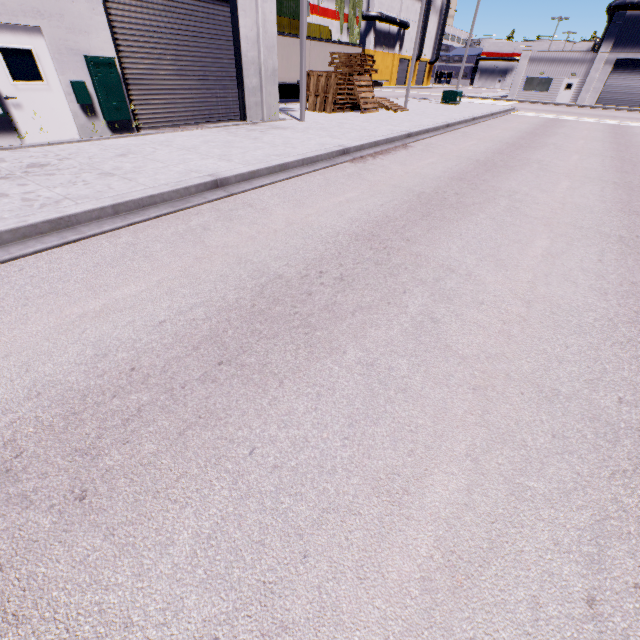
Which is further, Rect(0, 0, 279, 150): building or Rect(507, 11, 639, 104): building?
Rect(507, 11, 639, 104): building

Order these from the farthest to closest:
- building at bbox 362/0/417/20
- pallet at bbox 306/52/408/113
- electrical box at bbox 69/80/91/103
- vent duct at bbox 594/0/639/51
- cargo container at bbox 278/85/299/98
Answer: building at bbox 362/0/417/20
vent duct at bbox 594/0/639/51
cargo container at bbox 278/85/299/98
pallet at bbox 306/52/408/113
electrical box at bbox 69/80/91/103

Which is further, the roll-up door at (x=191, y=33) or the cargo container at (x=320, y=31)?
the cargo container at (x=320, y=31)

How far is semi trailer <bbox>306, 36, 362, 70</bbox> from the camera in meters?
23.8

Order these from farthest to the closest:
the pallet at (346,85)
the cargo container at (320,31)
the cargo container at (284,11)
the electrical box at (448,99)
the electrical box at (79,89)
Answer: the cargo container at (320,31) → the electrical box at (448,99) → the cargo container at (284,11) → the pallet at (346,85) → the electrical box at (79,89)

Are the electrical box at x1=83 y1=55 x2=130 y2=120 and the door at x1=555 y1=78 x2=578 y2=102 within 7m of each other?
no

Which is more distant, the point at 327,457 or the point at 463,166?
the point at 463,166

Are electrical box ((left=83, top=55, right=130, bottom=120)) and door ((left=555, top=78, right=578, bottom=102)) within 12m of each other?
no
